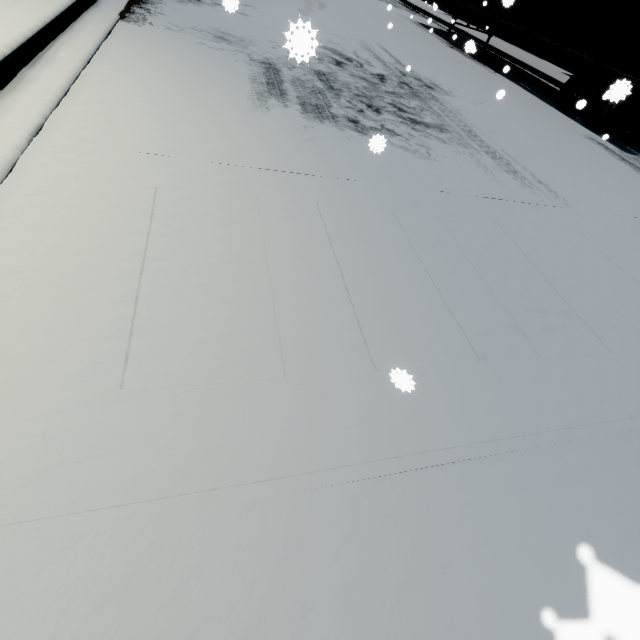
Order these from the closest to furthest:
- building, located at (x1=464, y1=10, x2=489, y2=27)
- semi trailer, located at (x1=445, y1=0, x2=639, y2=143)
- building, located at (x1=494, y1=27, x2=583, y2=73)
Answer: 1. semi trailer, located at (x1=445, y1=0, x2=639, y2=143)
2. building, located at (x1=494, y1=27, x2=583, y2=73)
3. building, located at (x1=464, y1=10, x2=489, y2=27)

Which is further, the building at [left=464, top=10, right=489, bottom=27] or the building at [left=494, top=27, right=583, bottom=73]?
the building at [left=464, top=10, right=489, bottom=27]

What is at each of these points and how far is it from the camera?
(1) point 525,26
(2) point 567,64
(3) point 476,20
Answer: (1) semi trailer, 11.1 meters
(2) building, 17.2 meters
(3) building, 23.0 meters

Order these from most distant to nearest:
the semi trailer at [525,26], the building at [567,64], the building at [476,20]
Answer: the building at [476,20], the building at [567,64], the semi trailer at [525,26]

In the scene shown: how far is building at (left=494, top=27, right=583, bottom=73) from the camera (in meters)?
16.94

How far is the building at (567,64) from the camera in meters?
16.9 m

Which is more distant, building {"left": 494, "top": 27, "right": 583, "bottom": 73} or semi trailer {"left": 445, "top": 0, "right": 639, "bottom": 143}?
building {"left": 494, "top": 27, "right": 583, "bottom": 73}
